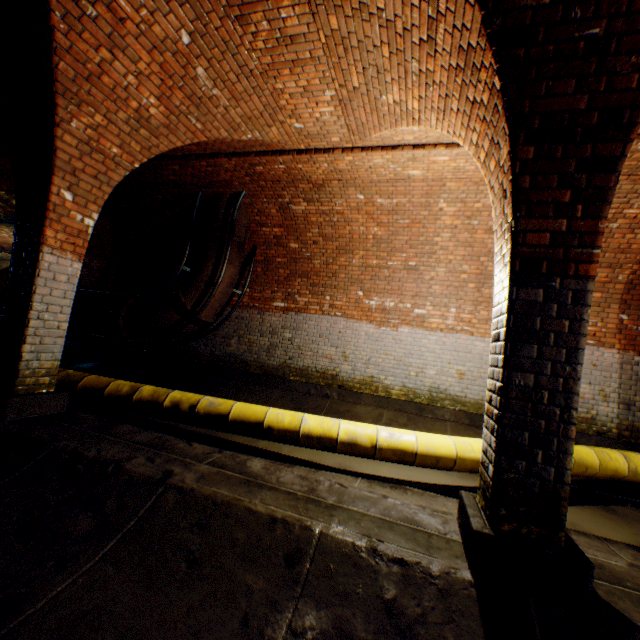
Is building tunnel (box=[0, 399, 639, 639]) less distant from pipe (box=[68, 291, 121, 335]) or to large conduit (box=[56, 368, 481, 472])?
large conduit (box=[56, 368, 481, 472])

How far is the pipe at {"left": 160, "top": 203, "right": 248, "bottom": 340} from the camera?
7.3m

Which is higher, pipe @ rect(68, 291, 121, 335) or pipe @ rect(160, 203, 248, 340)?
pipe @ rect(160, 203, 248, 340)

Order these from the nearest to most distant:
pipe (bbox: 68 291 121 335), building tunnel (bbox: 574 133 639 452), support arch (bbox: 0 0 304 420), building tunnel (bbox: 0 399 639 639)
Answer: building tunnel (bbox: 0 399 639 639), support arch (bbox: 0 0 304 420), building tunnel (bbox: 574 133 639 452), pipe (bbox: 68 291 121 335)

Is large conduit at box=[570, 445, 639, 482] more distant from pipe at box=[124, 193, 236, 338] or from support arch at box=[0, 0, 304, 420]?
pipe at box=[124, 193, 236, 338]

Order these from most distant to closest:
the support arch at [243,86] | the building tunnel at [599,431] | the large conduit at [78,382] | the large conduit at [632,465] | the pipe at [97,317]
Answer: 1. the pipe at [97,317]
2. the building tunnel at [599,431]
3. the large conduit at [632,465]
4. the large conduit at [78,382]
5. the support arch at [243,86]

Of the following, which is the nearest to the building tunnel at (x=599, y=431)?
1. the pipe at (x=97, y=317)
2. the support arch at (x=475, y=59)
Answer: the support arch at (x=475, y=59)

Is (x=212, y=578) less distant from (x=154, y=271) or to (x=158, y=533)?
(x=158, y=533)
